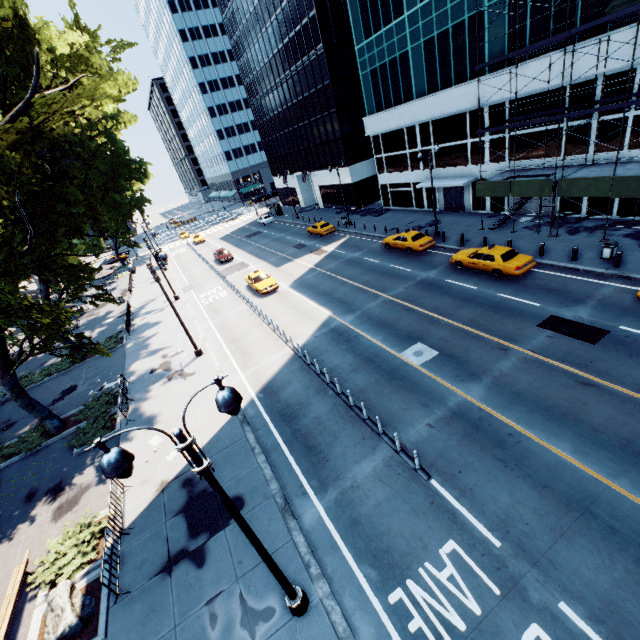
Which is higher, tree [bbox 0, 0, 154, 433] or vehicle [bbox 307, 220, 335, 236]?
tree [bbox 0, 0, 154, 433]

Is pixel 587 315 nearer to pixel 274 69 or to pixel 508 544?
pixel 508 544

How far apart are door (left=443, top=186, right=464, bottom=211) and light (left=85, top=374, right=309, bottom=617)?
33.7 meters

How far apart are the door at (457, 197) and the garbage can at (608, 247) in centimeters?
1599cm

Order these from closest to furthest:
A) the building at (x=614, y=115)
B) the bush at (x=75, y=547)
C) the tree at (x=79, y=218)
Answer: the bush at (x=75, y=547) → the tree at (x=79, y=218) → the building at (x=614, y=115)

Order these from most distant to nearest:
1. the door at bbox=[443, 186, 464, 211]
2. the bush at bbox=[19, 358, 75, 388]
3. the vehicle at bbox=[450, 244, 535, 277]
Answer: the door at bbox=[443, 186, 464, 211]
the bush at bbox=[19, 358, 75, 388]
the vehicle at bbox=[450, 244, 535, 277]

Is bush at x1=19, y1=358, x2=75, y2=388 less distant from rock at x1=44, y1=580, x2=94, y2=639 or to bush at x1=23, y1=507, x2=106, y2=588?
bush at x1=23, y1=507, x2=106, y2=588

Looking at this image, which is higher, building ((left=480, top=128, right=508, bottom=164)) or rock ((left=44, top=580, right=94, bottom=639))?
building ((left=480, top=128, right=508, bottom=164))
